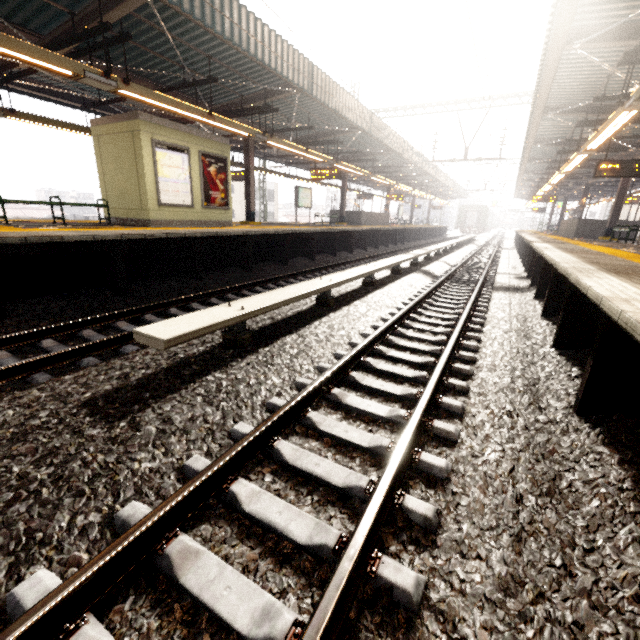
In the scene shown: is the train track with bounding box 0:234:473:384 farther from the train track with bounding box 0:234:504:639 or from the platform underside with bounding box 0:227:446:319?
the train track with bounding box 0:234:504:639

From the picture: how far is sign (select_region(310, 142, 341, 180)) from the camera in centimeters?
1450cm

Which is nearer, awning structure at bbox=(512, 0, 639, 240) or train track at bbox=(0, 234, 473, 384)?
train track at bbox=(0, 234, 473, 384)

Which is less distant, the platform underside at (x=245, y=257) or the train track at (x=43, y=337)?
the train track at (x=43, y=337)

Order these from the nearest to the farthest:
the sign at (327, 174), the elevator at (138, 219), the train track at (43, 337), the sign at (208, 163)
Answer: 1. the train track at (43, 337)
2. the elevator at (138, 219)
3. the sign at (208, 163)
4. the sign at (327, 174)

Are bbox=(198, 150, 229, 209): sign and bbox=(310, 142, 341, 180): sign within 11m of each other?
yes

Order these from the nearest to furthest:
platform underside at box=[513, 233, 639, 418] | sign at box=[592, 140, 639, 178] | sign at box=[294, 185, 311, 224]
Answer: platform underside at box=[513, 233, 639, 418] < sign at box=[592, 140, 639, 178] < sign at box=[294, 185, 311, 224]

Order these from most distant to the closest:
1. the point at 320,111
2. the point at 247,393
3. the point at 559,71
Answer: the point at 320,111 → the point at 559,71 → the point at 247,393
